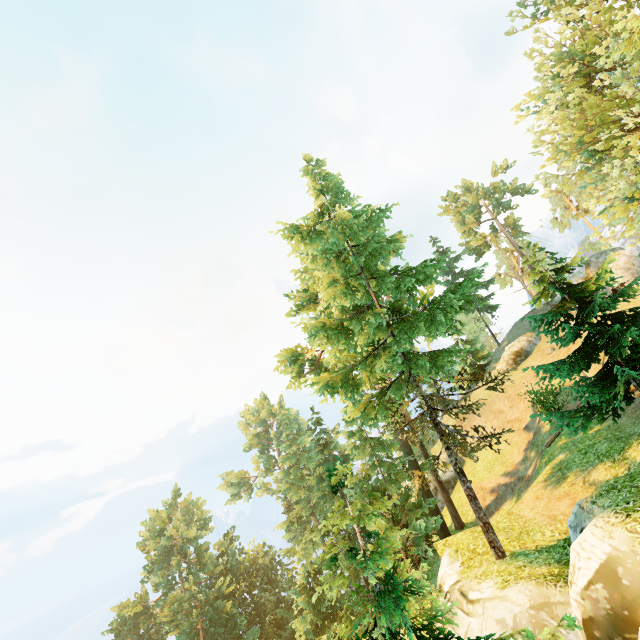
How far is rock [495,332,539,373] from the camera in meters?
34.1

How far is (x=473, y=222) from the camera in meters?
42.5

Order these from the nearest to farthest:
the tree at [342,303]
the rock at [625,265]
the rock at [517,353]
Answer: the tree at [342,303]
the rock at [625,265]
the rock at [517,353]

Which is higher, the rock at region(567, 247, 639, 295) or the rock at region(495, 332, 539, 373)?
the rock at region(567, 247, 639, 295)

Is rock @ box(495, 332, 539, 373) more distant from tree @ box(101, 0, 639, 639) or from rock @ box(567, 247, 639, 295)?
tree @ box(101, 0, 639, 639)

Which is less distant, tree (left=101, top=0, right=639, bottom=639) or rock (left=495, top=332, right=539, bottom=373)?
tree (left=101, top=0, right=639, bottom=639)

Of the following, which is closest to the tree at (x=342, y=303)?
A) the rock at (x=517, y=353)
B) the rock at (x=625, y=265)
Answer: the rock at (x=625, y=265)

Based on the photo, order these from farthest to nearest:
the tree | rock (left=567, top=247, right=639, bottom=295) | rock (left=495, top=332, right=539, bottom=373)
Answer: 1. rock (left=495, top=332, right=539, bottom=373)
2. rock (left=567, top=247, right=639, bottom=295)
3. the tree
